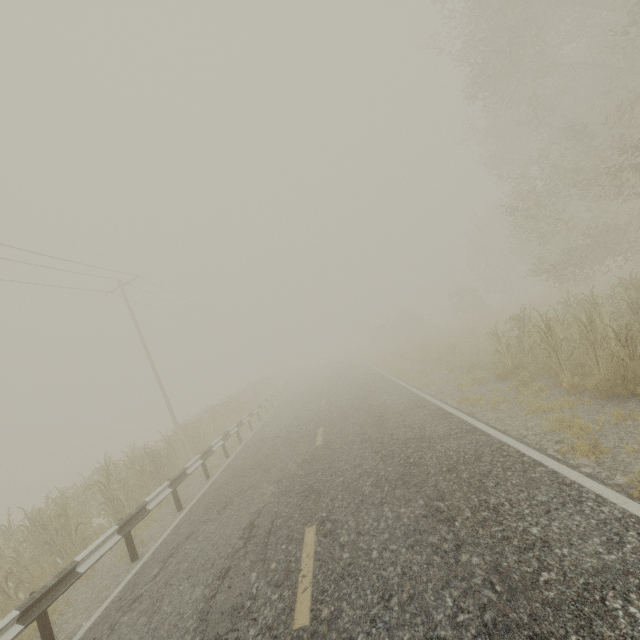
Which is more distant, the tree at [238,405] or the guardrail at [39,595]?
the tree at [238,405]

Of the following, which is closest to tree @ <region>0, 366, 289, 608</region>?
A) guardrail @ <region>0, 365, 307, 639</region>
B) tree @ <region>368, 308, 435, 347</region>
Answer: guardrail @ <region>0, 365, 307, 639</region>

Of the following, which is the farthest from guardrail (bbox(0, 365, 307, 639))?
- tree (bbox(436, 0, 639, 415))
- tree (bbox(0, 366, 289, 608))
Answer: tree (bbox(436, 0, 639, 415))

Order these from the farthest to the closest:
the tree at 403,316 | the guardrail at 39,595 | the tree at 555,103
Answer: the tree at 403,316
the tree at 555,103
the guardrail at 39,595

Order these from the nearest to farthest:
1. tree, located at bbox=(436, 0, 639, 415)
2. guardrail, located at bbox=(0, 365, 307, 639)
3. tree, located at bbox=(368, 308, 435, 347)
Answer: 1. guardrail, located at bbox=(0, 365, 307, 639)
2. tree, located at bbox=(436, 0, 639, 415)
3. tree, located at bbox=(368, 308, 435, 347)

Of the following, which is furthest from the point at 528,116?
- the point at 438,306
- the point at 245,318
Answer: the point at 438,306

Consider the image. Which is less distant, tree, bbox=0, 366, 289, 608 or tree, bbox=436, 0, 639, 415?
tree, bbox=0, 366, 289, 608

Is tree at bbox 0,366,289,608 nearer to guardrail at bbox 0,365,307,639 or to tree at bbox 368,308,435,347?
guardrail at bbox 0,365,307,639
